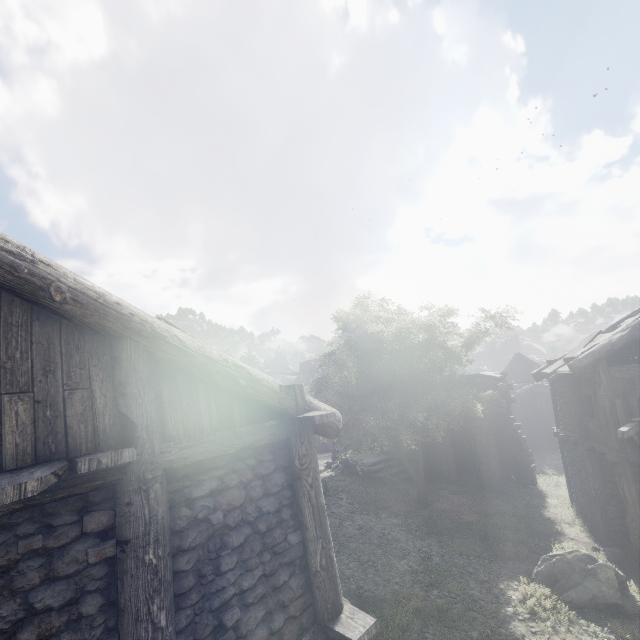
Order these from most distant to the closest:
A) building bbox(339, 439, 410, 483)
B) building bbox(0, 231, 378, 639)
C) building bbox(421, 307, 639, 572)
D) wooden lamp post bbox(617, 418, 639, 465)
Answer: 1. building bbox(339, 439, 410, 483)
2. building bbox(421, 307, 639, 572)
3. wooden lamp post bbox(617, 418, 639, 465)
4. building bbox(0, 231, 378, 639)

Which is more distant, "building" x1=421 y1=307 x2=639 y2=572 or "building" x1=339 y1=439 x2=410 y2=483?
"building" x1=339 y1=439 x2=410 y2=483

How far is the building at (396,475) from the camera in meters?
21.0

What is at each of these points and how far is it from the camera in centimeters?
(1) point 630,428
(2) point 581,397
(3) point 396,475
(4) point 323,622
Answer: (1) wooden lamp post, 879cm
(2) building, 1321cm
(3) building, 2183cm
(4) building, 460cm

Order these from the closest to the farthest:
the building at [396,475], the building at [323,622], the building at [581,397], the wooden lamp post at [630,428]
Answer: the building at [323,622], the wooden lamp post at [630,428], the building at [581,397], the building at [396,475]

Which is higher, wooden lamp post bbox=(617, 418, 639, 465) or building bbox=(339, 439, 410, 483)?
wooden lamp post bbox=(617, 418, 639, 465)
